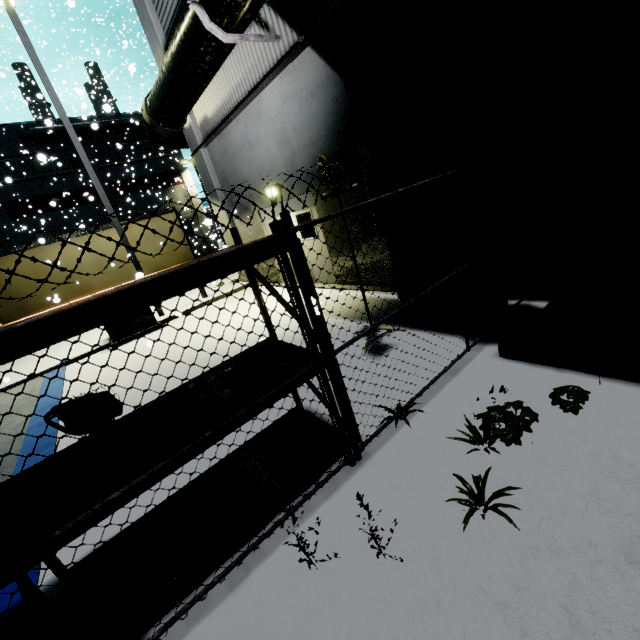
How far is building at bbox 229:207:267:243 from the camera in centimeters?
1049cm

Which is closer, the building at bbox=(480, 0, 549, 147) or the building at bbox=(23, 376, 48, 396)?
the building at bbox=(480, 0, 549, 147)

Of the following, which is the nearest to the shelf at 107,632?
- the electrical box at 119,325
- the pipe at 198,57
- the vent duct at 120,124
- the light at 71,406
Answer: the light at 71,406

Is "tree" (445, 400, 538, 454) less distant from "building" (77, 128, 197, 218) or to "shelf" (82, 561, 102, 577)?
"shelf" (82, 561, 102, 577)

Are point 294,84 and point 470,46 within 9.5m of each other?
yes

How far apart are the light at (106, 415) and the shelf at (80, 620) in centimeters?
1cm

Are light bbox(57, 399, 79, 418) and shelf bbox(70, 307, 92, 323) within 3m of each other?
yes

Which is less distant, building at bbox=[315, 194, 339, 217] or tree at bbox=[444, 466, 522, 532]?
tree at bbox=[444, 466, 522, 532]
